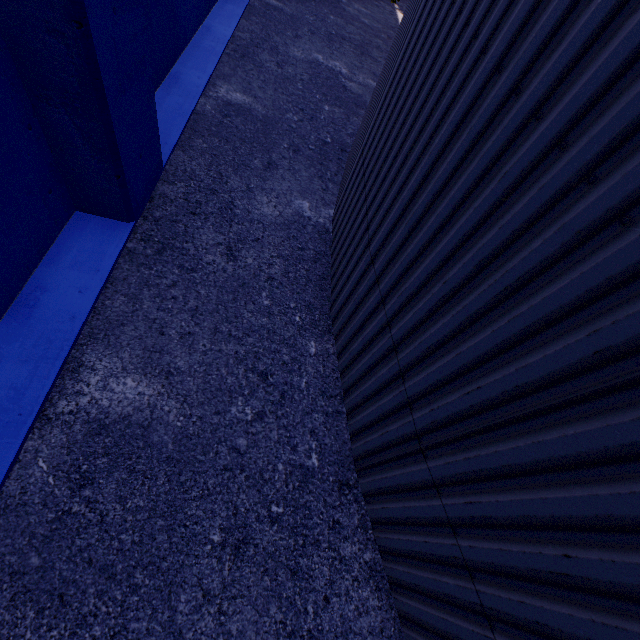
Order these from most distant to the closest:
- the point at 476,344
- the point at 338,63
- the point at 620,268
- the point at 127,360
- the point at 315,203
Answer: the point at 338,63 < the point at 315,203 < the point at 127,360 < the point at 476,344 < the point at 620,268

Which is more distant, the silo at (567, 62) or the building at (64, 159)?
the building at (64, 159)

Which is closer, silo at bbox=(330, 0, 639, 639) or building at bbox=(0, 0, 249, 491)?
silo at bbox=(330, 0, 639, 639)
